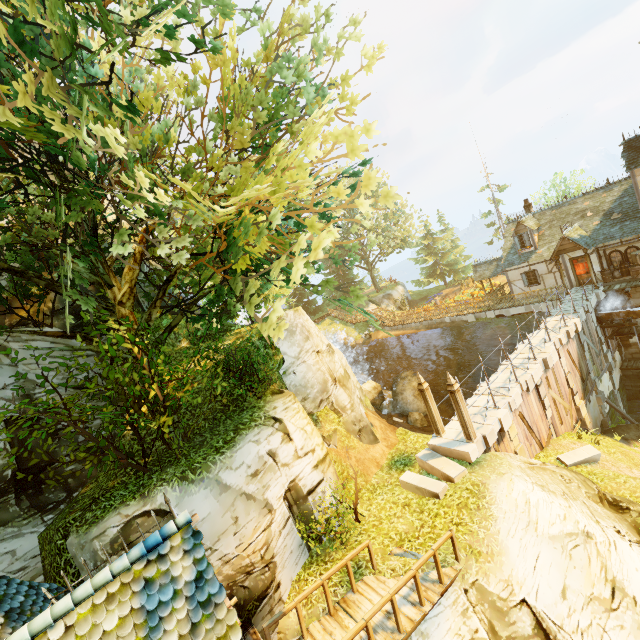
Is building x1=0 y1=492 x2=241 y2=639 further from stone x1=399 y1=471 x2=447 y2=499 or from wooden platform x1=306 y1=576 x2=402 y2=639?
stone x1=399 y1=471 x2=447 y2=499

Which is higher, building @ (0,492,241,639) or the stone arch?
building @ (0,492,241,639)

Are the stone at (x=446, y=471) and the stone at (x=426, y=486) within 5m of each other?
yes

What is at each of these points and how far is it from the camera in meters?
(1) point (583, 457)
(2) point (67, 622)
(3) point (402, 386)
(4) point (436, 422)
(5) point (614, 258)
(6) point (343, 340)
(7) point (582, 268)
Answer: (1) stone, 13.7
(2) building, 4.6
(3) rock, 29.0
(4) pillar, 12.6
(5) window, 21.7
(6) rock, 40.4
(7) door, 23.3

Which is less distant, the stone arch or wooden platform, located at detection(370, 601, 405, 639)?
wooden platform, located at detection(370, 601, 405, 639)

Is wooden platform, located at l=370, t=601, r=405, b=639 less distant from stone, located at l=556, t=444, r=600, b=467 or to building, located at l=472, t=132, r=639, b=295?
stone, located at l=556, t=444, r=600, b=467

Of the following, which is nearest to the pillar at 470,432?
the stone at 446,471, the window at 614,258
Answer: the stone at 446,471

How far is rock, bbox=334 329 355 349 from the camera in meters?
39.5
